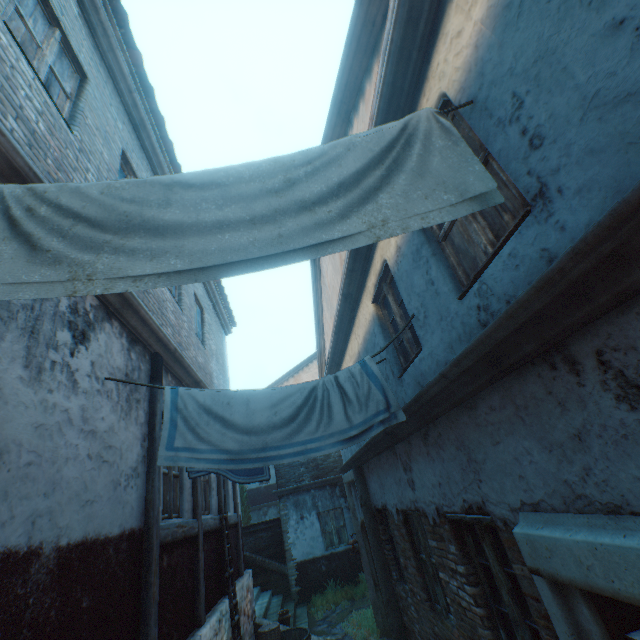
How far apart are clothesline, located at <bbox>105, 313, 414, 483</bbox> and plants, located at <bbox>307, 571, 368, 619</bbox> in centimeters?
967cm

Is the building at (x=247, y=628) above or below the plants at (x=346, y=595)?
above

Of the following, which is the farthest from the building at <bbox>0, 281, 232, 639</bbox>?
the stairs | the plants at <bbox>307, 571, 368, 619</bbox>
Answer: the plants at <bbox>307, 571, 368, 619</bbox>

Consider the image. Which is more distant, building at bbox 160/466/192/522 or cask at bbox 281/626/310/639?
cask at bbox 281/626/310/639

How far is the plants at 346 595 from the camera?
10.7m

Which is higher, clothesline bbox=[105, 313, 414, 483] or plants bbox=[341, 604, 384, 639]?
clothesline bbox=[105, 313, 414, 483]

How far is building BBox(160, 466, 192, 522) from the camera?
4.7m

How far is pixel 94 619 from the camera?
2.7m
